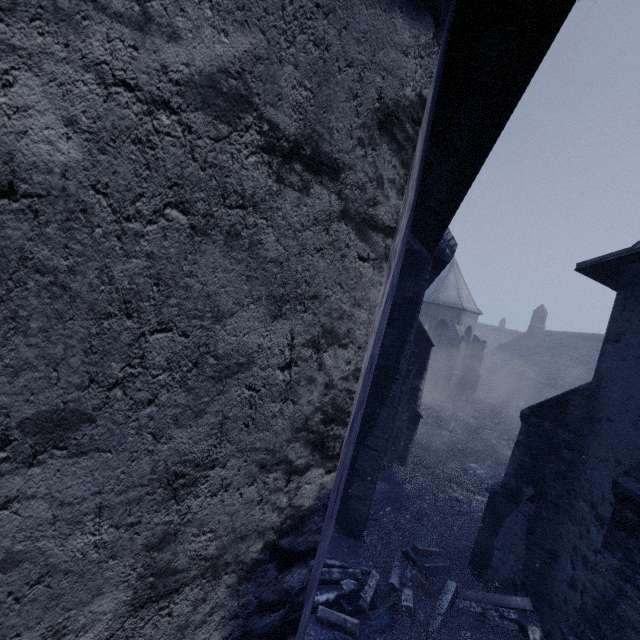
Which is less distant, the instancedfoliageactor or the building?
the building

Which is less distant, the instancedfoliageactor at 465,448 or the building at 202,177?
the building at 202,177

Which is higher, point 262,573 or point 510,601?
point 262,573

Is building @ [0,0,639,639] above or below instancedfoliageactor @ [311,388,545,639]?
above

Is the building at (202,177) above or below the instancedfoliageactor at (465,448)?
above
